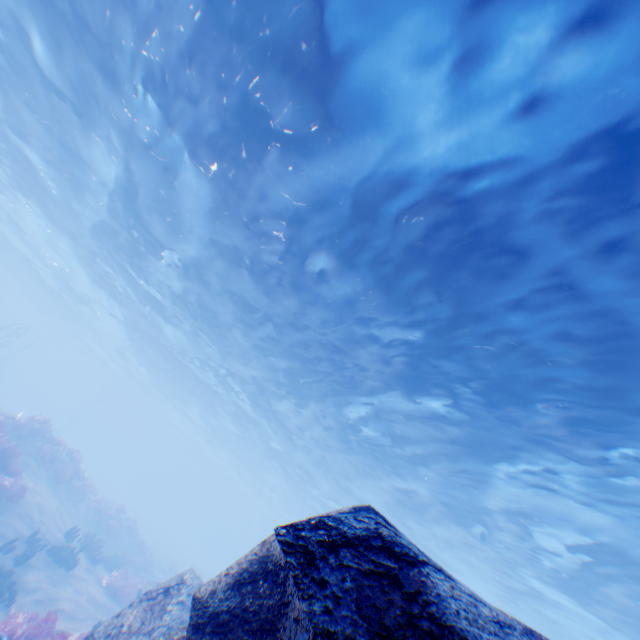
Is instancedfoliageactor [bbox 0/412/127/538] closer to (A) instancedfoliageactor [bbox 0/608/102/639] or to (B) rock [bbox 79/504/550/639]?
(A) instancedfoliageactor [bbox 0/608/102/639]

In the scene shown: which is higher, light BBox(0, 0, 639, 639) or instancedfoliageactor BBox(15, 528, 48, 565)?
light BBox(0, 0, 639, 639)

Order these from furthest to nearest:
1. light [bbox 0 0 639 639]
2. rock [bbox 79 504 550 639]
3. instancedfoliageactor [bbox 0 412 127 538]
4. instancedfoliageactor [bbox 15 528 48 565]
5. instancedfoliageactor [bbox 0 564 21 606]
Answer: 1. instancedfoliageactor [bbox 0 412 127 538]
2. instancedfoliageactor [bbox 15 528 48 565]
3. instancedfoliageactor [bbox 0 564 21 606]
4. light [bbox 0 0 639 639]
5. rock [bbox 79 504 550 639]

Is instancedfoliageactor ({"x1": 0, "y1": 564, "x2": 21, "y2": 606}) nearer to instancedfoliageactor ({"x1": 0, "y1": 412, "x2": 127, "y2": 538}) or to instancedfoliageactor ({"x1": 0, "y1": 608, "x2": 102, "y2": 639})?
instancedfoliageactor ({"x1": 0, "y1": 608, "x2": 102, "y2": 639})

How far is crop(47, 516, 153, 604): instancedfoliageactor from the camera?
14.50m

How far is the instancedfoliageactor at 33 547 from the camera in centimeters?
1261cm

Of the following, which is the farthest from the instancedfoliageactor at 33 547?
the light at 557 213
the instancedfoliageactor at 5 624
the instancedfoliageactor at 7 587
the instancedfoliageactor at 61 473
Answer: the light at 557 213

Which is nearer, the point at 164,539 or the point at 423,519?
the point at 423,519
